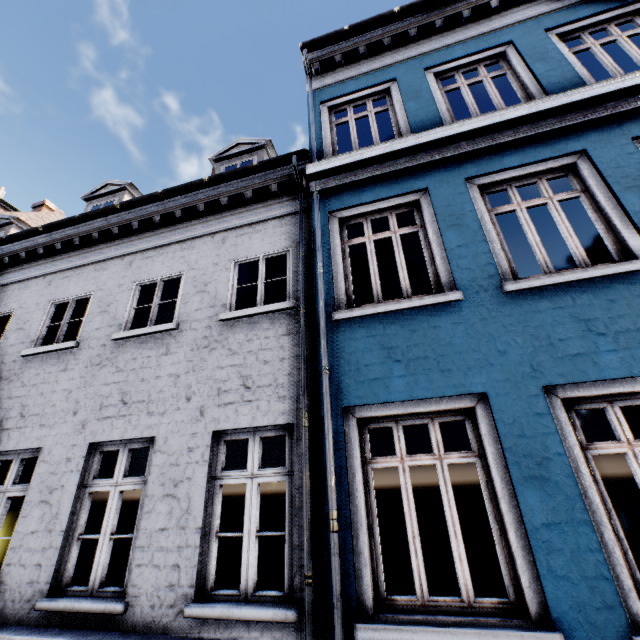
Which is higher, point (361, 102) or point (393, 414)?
point (361, 102)
